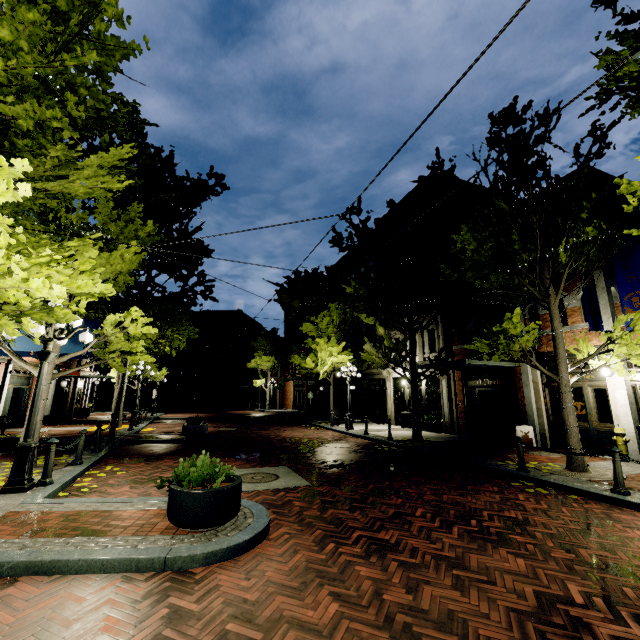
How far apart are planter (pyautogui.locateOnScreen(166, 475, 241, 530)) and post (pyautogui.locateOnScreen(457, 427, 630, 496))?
6.98m

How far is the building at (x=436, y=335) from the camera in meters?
14.6

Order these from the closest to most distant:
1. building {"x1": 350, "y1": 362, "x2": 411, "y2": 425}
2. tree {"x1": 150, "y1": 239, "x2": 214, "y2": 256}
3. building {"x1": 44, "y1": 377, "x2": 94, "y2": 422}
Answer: tree {"x1": 150, "y1": 239, "x2": 214, "y2": 256}, building {"x1": 44, "y1": 377, "x2": 94, "y2": 422}, building {"x1": 350, "y1": 362, "x2": 411, "y2": 425}

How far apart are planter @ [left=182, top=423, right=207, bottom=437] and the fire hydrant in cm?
1440

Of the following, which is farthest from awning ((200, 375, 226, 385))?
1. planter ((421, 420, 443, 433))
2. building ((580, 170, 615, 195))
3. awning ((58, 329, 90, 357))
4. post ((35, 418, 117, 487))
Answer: post ((35, 418, 117, 487))

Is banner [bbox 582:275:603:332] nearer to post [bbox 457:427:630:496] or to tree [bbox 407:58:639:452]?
tree [bbox 407:58:639:452]

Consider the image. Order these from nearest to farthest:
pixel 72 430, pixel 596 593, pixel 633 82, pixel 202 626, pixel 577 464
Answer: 1. pixel 202 626
2. pixel 596 593
3. pixel 633 82
4. pixel 577 464
5. pixel 72 430

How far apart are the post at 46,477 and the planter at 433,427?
14.32m
